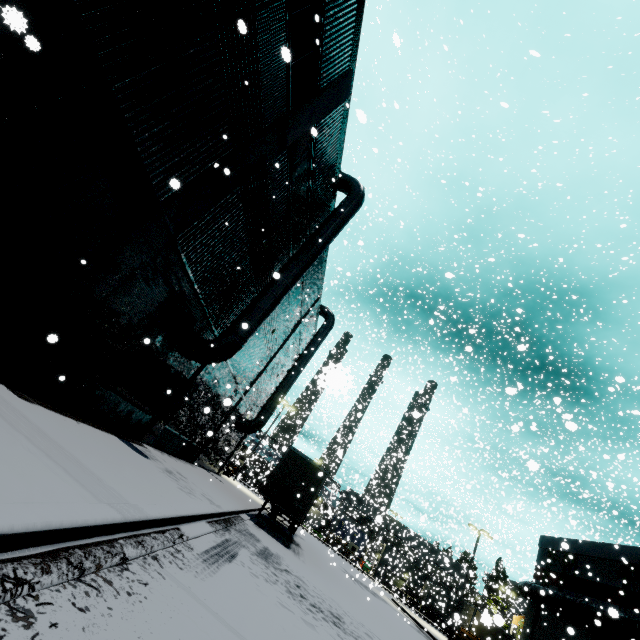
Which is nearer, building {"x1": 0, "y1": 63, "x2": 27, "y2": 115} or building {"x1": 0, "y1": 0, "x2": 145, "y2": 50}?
building {"x1": 0, "y1": 0, "x2": 145, "y2": 50}

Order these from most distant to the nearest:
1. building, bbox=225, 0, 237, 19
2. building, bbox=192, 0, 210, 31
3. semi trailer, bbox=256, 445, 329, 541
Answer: semi trailer, bbox=256, 445, 329, 541 < building, bbox=225, 0, 237, 19 < building, bbox=192, 0, 210, 31

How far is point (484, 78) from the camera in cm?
2136

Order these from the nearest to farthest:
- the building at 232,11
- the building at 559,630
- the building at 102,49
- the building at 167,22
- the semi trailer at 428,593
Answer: the building at 102,49, the building at 167,22, the building at 232,11, the building at 559,630, the semi trailer at 428,593

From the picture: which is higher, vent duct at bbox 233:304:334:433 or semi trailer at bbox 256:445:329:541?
vent duct at bbox 233:304:334:433

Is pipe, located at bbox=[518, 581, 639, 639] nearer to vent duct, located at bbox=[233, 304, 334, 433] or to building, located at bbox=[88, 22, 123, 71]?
building, located at bbox=[88, 22, 123, 71]

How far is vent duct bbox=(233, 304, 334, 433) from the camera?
23.59m

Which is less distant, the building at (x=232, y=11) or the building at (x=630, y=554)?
the building at (x=232, y=11)
